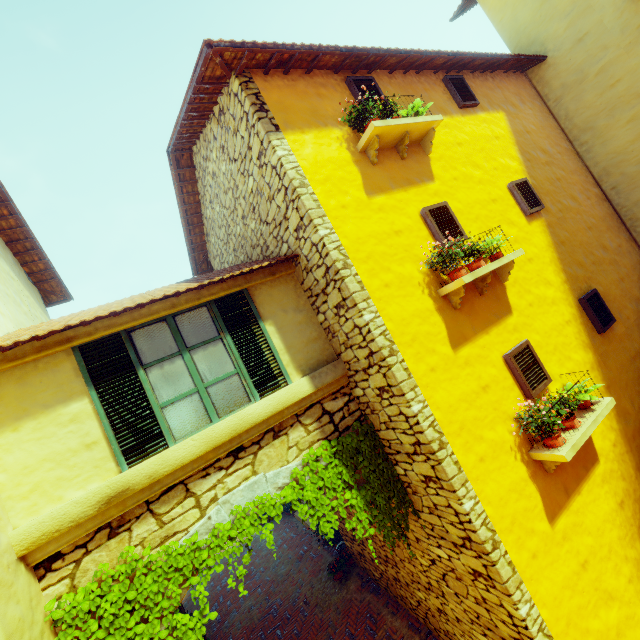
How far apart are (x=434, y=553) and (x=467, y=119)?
7.67m

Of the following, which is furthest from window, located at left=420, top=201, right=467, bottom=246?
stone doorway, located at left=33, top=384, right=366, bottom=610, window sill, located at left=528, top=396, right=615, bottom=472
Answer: window sill, located at left=528, top=396, right=615, bottom=472

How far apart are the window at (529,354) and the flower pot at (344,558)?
6.4m

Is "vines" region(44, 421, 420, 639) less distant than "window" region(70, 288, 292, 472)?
Yes

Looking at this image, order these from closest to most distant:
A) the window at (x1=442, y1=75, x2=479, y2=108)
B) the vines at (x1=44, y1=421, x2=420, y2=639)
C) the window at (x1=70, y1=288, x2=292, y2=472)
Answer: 1. the vines at (x1=44, y1=421, x2=420, y2=639)
2. the window at (x1=70, y1=288, x2=292, y2=472)
3. the window at (x1=442, y1=75, x2=479, y2=108)

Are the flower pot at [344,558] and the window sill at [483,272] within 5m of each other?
no

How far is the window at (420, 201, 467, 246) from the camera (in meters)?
4.88

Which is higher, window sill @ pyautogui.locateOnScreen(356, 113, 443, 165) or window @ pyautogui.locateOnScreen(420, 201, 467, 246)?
window sill @ pyautogui.locateOnScreen(356, 113, 443, 165)
